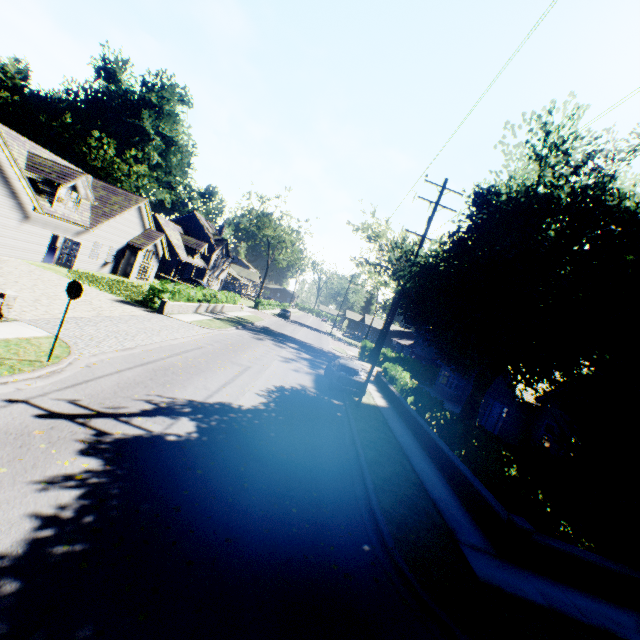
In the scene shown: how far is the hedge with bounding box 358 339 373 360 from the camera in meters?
39.2 m

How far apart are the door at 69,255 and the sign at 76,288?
19.4 meters

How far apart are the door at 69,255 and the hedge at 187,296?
7.3 meters

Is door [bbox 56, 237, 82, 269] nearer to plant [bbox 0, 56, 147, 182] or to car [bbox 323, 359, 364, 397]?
car [bbox 323, 359, 364, 397]

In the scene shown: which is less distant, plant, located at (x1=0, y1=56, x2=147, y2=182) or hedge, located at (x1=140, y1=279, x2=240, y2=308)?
hedge, located at (x1=140, y1=279, x2=240, y2=308)

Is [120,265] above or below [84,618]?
above

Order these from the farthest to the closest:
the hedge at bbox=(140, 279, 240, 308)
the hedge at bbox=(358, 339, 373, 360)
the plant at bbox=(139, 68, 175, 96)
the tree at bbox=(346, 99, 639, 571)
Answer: the plant at bbox=(139, 68, 175, 96) < the hedge at bbox=(358, 339, 373, 360) < the hedge at bbox=(140, 279, 240, 308) < the tree at bbox=(346, 99, 639, 571)

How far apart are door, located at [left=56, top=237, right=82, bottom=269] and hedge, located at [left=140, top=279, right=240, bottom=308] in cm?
730
